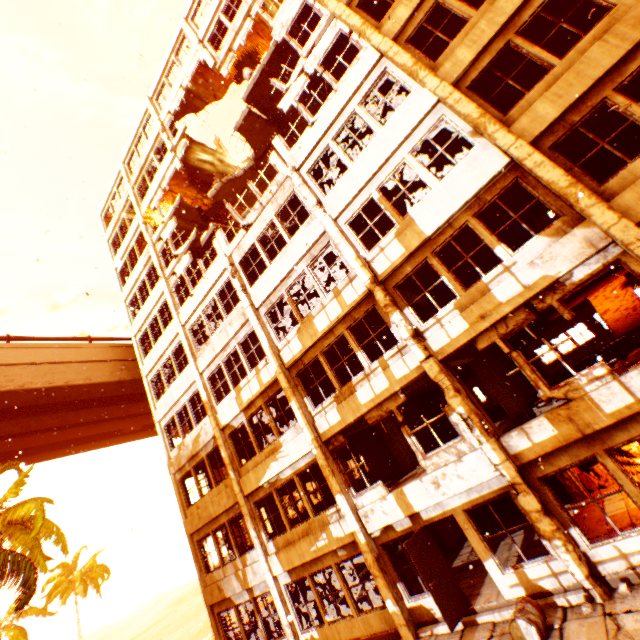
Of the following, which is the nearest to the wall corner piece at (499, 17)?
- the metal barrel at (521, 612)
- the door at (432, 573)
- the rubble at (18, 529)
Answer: the rubble at (18, 529)

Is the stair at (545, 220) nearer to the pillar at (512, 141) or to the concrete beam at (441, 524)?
the pillar at (512, 141)

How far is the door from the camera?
7.9m

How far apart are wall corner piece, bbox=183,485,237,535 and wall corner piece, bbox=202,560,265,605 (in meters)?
2.21

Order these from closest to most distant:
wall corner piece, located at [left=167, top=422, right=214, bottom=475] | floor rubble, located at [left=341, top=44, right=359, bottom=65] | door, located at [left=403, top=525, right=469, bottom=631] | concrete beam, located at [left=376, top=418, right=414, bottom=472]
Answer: door, located at [left=403, top=525, right=469, bottom=631], floor rubble, located at [left=341, top=44, right=359, bottom=65], concrete beam, located at [left=376, top=418, right=414, bottom=472], wall corner piece, located at [left=167, top=422, right=214, bottom=475]

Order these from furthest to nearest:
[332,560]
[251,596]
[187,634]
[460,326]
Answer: [187,634]
[251,596]
[332,560]
[460,326]

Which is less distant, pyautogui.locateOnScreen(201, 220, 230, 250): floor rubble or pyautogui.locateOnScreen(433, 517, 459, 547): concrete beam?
pyautogui.locateOnScreen(433, 517, 459, 547): concrete beam

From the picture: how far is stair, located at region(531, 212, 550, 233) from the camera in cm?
2084
